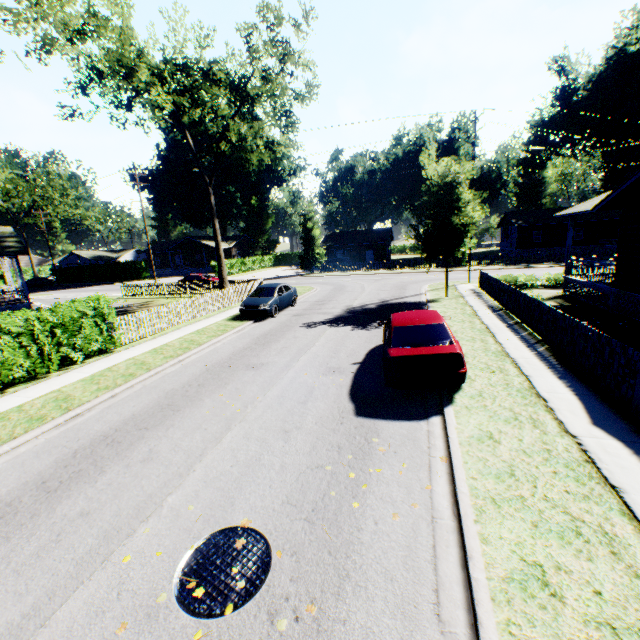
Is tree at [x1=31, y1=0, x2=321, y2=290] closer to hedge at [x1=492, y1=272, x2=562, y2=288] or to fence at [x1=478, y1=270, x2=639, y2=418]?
fence at [x1=478, y1=270, x2=639, y2=418]

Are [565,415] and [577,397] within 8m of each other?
yes

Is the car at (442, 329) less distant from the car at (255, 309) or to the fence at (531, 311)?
the fence at (531, 311)

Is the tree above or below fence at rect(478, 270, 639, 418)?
above

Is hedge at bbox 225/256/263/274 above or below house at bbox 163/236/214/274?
below

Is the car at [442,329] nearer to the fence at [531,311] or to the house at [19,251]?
the fence at [531,311]

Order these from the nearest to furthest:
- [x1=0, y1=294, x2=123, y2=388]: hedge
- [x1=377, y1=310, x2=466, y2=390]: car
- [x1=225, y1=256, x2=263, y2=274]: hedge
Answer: [x1=377, y1=310, x2=466, y2=390]: car, [x1=0, y1=294, x2=123, y2=388]: hedge, [x1=225, y1=256, x2=263, y2=274]: hedge

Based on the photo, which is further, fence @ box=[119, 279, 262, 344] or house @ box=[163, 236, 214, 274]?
house @ box=[163, 236, 214, 274]
